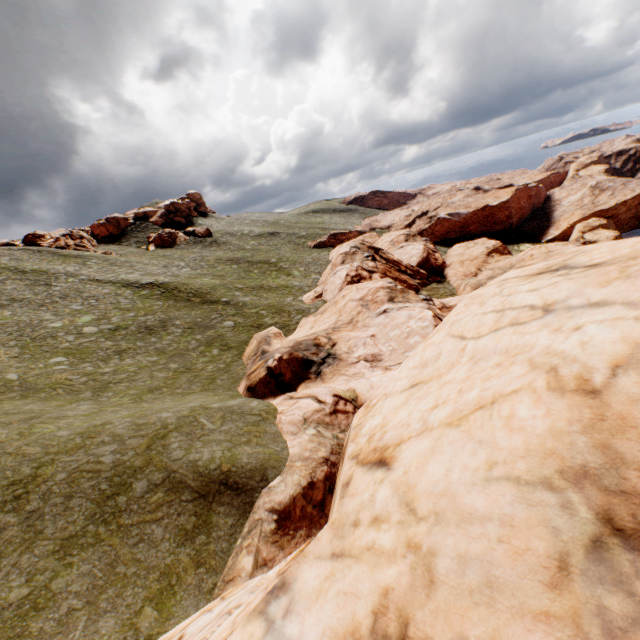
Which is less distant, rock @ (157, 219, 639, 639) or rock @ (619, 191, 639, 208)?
rock @ (157, 219, 639, 639)

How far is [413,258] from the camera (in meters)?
51.50

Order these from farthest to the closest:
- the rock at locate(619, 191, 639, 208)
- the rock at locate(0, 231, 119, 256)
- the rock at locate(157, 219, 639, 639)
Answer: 1. the rock at locate(619, 191, 639, 208)
2. the rock at locate(0, 231, 119, 256)
3. the rock at locate(157, 219, 639, 639)

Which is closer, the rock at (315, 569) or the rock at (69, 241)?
the rock at (315, 569)

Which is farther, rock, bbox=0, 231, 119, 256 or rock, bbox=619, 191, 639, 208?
rock, bbox=619, 191, 639, 208

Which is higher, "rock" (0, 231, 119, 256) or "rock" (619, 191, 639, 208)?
"rock" (0, 231, 119, 256)

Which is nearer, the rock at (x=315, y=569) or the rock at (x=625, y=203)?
the rock at (x=315, y=569)
